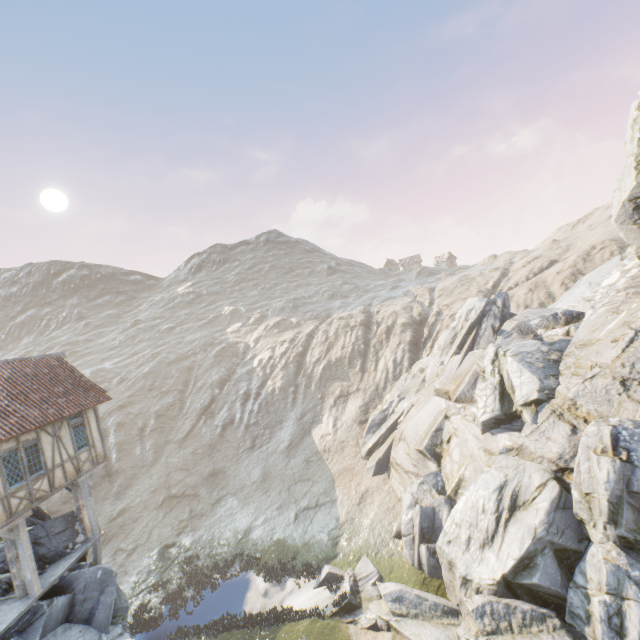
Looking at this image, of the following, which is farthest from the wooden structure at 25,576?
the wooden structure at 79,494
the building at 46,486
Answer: the wooden structure at 79,494

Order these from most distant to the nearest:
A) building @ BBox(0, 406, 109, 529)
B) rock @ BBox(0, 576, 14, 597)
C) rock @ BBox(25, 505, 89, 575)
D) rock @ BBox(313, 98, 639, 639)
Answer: rock @ BBox(25, 505, 89, 575) < rock @ BBox(0, 576, 14, 597) < building @ BBox(0, 406, 109, 529) < rock @ BBox(313, 98, 639, 639)

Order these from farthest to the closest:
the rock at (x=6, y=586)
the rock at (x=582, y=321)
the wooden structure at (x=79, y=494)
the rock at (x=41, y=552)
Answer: the wooden structure at (x=79, y=494), the rock at (x=41, y=552), the rock at (x=6, y=586), the rock at (x=582, y=321)

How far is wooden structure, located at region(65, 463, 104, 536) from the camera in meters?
15.3

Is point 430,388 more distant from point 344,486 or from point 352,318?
point 352,318

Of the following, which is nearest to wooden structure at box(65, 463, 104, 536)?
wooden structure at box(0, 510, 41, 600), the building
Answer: the building

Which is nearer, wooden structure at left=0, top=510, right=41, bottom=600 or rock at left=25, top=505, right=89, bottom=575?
wooden structure at left=0, top=510, right=41, bottom=600
